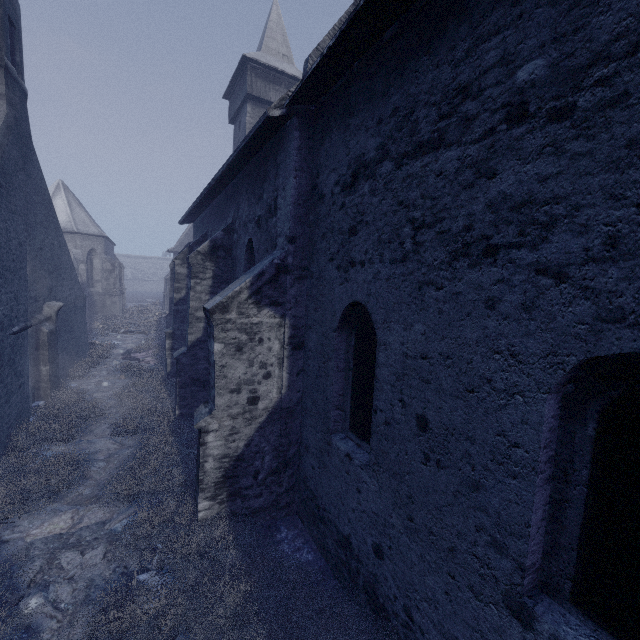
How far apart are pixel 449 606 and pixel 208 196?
11.4m

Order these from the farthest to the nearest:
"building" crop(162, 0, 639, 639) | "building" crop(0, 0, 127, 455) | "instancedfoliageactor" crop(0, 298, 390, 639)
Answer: "building" crop(0, 0, 127, 455), "instancedfoliageactor" crop(0, 298, 390, 639), "building" crop(162, 0, 639, 639)

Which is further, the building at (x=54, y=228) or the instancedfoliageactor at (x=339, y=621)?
the building at (x=54, y=228)

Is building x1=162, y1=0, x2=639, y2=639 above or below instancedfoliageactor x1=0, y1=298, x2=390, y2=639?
above

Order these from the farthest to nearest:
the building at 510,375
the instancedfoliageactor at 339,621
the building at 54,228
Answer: the building at 54,228 → the instancedfoliageactor at 339,621 → the building at 510,375

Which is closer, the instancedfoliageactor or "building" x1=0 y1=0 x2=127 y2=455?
the instancedfoliageactor

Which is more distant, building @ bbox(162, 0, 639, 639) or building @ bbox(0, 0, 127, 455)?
building @ bbox(0, 0, 127, 455)
